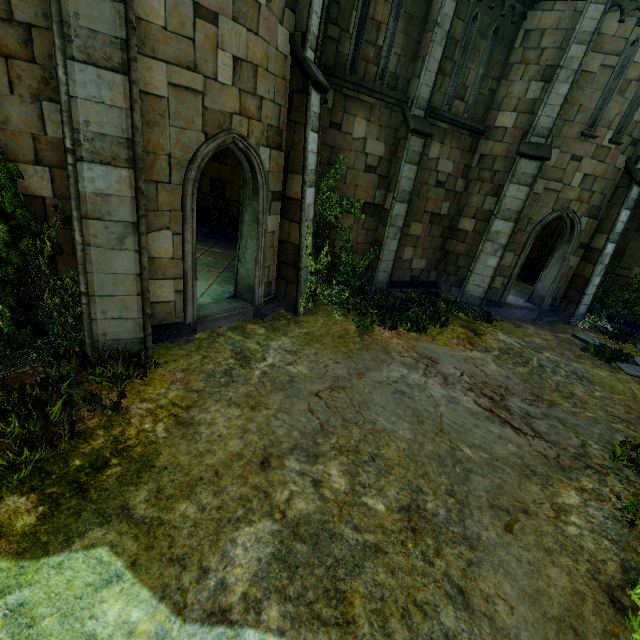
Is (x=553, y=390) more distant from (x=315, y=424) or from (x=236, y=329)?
(x=236, y=329)

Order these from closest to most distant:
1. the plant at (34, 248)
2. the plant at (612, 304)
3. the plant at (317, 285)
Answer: the plant at (34, 248) → the plant at (317, 285) → the plant at (612, 304)

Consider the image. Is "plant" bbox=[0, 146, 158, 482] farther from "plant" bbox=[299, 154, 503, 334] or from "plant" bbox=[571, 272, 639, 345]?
"plant" bbox=[571, 272, 639, 345]

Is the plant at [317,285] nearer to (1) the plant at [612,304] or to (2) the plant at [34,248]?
(1) the plant at [612,304]

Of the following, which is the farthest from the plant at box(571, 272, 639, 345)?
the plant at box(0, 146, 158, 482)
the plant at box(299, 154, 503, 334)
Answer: the plant at box(0, 146, 158, 482)

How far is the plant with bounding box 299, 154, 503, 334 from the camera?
8.82m
